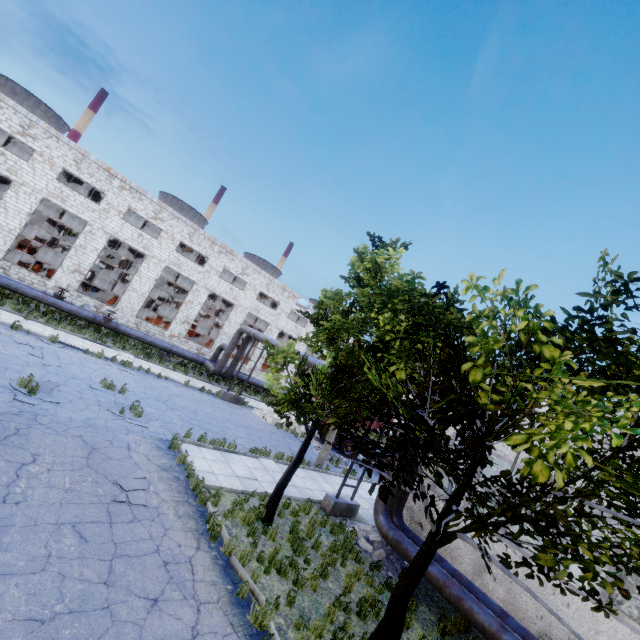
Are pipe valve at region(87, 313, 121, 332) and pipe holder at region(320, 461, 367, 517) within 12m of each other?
no

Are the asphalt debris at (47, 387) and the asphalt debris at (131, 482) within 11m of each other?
yes

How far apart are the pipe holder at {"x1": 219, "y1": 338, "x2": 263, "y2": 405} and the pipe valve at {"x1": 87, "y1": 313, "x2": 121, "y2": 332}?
8.39m

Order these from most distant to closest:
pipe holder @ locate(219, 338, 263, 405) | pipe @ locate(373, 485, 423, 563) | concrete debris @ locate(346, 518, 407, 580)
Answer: pipe holder @ locate(219, 338, 263, 405) → concrete debris @ locate(346, 518, 407, 580) → pipe @ locate(373, 485, 423, 563)

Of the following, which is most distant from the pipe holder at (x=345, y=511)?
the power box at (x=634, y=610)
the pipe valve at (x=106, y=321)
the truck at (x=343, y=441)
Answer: the pipe valve at (x=106, y=321)

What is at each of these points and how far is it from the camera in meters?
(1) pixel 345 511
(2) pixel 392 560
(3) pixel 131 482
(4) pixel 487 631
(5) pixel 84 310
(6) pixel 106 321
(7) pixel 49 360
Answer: (1) pipe holder, 13.3
(2) concrete debris, 11.4
(3) asphalt debris, 8.6
(4) pipe, 8.3
(5) pipe, 22.4
(6) pipe valve, 22.4
(7) asphalt debris, 13.9

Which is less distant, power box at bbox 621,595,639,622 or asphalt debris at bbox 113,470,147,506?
asphalt debris at bbox 113,470,147,506

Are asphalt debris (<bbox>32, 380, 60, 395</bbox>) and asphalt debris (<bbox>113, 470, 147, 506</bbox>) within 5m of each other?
yes
